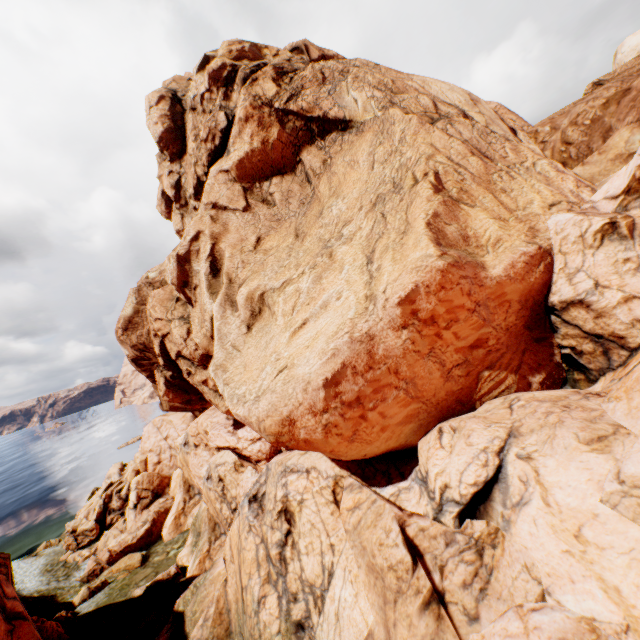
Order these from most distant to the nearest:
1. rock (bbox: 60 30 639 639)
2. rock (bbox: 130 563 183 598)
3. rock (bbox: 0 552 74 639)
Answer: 1. rock (bbox: 130 563 183 598)
2. rock (bbox: 0 552 74 639)
3. rock (bbox: 60 30 639 639)

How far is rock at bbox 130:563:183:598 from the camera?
23.7 meters

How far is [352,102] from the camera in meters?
16.3

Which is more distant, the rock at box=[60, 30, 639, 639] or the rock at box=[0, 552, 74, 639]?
the rock at box=[0, 552, 74, 639]

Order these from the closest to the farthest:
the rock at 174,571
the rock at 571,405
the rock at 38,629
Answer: the rock at 571,405 < the rock at 38,629 < the rock at 174,571

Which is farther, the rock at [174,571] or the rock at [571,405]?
the rock at [174,571]

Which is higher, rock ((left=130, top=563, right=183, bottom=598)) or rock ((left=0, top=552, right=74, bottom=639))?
rock ((left=0, top=552, right=74, bottom=639))
